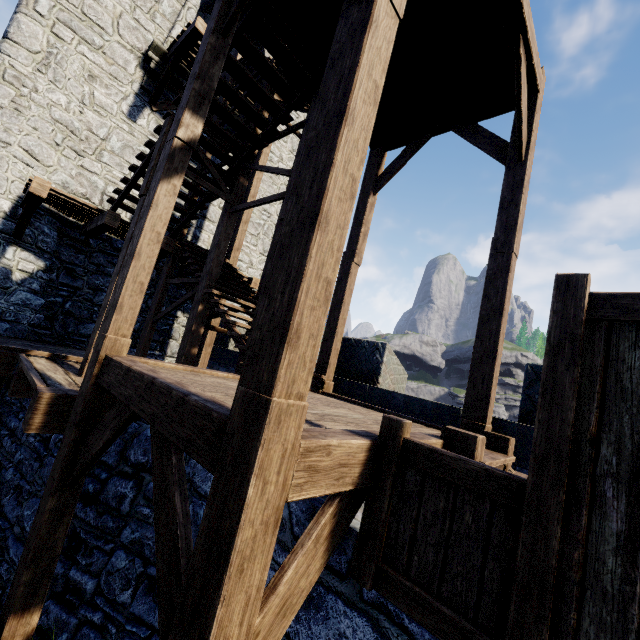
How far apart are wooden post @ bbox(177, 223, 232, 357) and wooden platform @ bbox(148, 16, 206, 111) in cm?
572

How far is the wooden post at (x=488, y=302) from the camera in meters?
4.5 m

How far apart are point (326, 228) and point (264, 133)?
6.0m

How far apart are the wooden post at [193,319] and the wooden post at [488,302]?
5.2m

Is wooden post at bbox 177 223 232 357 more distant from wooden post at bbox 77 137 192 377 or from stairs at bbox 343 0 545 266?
wooden post at bbox 77 137 192 377

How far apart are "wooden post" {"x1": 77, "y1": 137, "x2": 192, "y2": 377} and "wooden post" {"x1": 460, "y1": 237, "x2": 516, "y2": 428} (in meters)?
4.55

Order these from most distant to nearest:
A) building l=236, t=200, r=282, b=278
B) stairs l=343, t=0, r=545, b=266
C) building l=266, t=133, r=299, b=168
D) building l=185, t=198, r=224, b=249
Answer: building l=266, t=133, r=299, b=168
building l=236, t=200, r=282, b=278
building l=185, t=198, r=224, b=249
stairs l=343, t=0, r=545, b=266

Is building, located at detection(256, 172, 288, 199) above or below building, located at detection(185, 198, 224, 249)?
above
